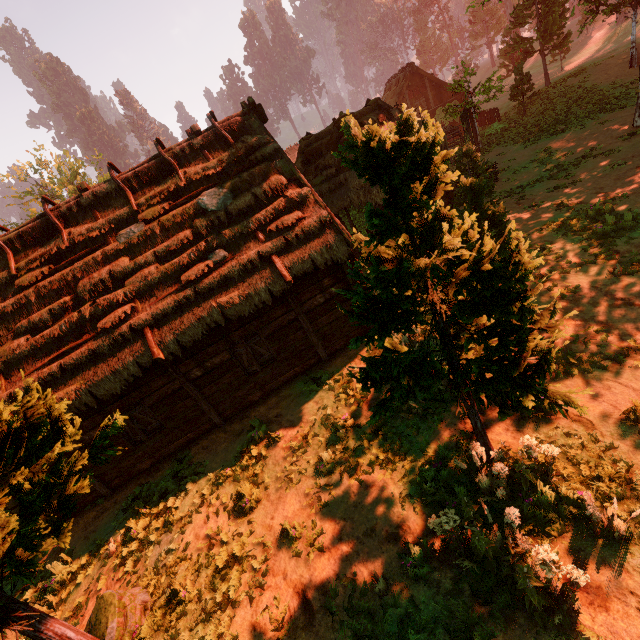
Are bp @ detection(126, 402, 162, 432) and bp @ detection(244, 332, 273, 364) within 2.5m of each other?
no

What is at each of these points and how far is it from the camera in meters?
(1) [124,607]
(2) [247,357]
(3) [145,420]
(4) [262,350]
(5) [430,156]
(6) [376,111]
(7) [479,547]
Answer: (1) treerock, 6.0
(2) bp, 10.0
(3) bp, 9.8
(4) bp, 10.2
(5) treerock, 3.8
(6) building, 14.7
(7) treerock, 4.5

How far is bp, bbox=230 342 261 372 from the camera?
9.75m

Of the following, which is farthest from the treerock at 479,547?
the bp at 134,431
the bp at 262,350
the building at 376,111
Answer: the bp at 262,350

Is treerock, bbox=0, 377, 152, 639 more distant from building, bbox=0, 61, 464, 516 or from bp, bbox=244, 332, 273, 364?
bp, bbox=244, 332, 273, 364

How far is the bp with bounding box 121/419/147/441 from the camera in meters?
9.5

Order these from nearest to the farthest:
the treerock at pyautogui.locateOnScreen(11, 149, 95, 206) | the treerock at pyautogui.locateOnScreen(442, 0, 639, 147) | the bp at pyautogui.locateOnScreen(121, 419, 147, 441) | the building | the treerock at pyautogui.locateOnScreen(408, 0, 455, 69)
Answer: the building < the bp at pyautogui.locateOnScreen(121, 419, 147, 441) < the treerock at pyautogui.locateOnScreen(442, 0, 639, 147) < the treerock at pyautogui.locateOnScreen(11, 149, 95, 206) < the treerock at pyautogui.locateOnScreen(408, 0, 455, 69)

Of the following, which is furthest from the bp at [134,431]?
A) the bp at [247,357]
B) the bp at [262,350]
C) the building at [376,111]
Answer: the bp at [262,350]
